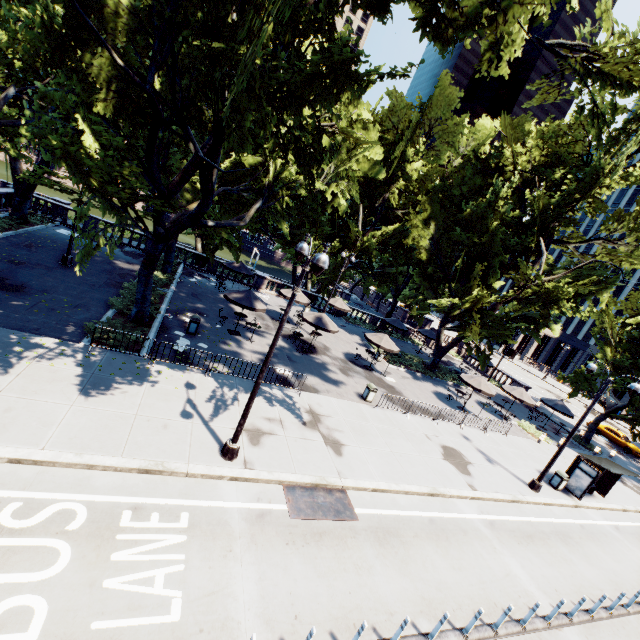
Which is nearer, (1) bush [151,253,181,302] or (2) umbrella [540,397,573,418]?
(1) bush [151,253,181,302]

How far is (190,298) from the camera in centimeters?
2311cm

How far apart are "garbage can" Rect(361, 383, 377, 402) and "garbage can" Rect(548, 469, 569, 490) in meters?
10.8

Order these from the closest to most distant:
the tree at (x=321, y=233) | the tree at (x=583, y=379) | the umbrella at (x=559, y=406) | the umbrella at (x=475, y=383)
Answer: the tree at (x=321, y=233) → the umbrella at (x=475, y=383) → the umbrella at (x=559, y=406) → the tree at (x=583, y=379)

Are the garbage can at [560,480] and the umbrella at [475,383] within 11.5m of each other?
yes

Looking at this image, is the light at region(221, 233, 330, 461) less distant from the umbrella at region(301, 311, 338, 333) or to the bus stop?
the bus stop

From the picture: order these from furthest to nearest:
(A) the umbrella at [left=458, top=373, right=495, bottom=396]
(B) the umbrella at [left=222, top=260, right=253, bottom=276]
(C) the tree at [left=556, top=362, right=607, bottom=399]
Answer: (C) the tree at [left=556, top=362, right=607, bottom=399], (B) the umbrella at [left=222, top=260, right=253, bottom=276], (A) the umbrella at [left=458, top=373, right=495, bottom=396]

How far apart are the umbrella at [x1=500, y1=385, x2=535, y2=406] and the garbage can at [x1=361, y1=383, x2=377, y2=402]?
13.9m
